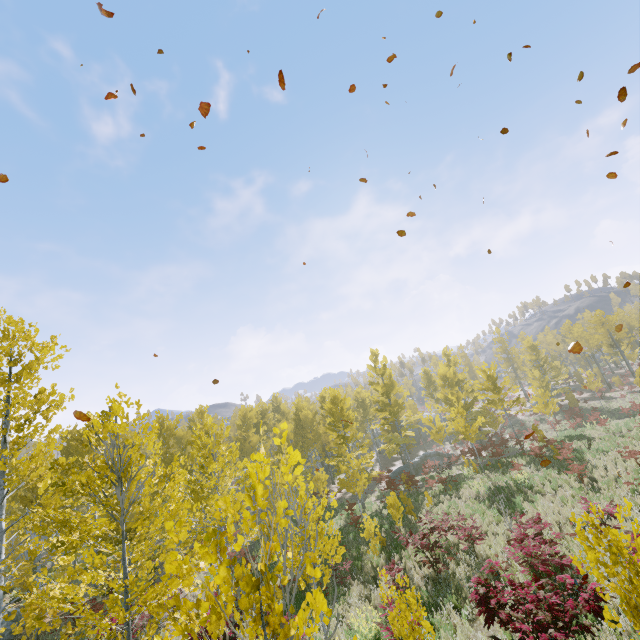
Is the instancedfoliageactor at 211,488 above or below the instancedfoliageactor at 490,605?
above

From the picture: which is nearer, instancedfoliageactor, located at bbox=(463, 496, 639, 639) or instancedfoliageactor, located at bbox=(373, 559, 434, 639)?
instancedfoliageactor, located at bbox=(463, 496, 639, 639)

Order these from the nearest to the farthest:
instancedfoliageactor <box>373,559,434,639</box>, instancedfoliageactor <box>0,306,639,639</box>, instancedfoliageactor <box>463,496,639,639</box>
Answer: instancedfoliageactor <box>0,306,639,639</box> → instancedfoliageactor <box>463,496,639,639</box> → instancedfoliageactor <box>373,559,434,639</box>

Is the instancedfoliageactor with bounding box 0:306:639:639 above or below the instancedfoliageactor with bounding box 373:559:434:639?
above

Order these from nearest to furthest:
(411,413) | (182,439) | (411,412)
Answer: (182,439), (411,413), (411,412)
